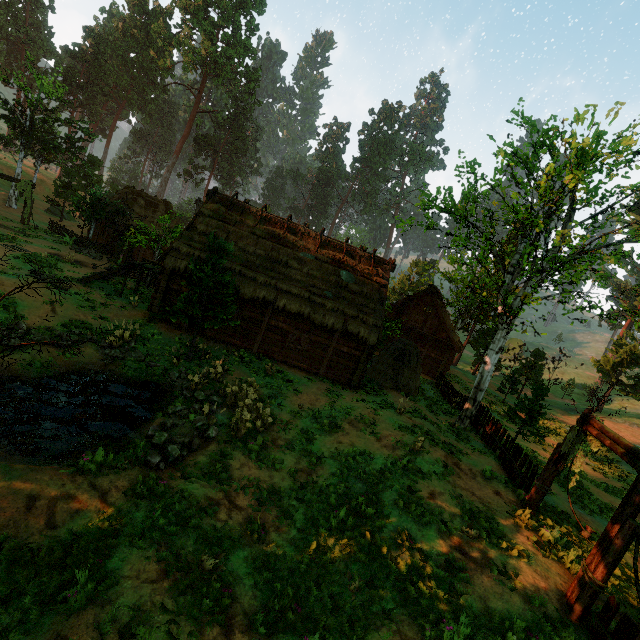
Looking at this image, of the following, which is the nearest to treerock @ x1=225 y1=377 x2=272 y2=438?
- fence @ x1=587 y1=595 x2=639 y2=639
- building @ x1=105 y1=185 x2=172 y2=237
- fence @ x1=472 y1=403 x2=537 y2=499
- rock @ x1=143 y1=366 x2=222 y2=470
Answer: building @ x1=105 y1=185 x2=172 y2=237

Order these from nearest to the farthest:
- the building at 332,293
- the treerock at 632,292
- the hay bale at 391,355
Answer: the building at 332,293 < the hay bale at 391,355 < the treerock at 632,292

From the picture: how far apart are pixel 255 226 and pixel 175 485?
14.9 meters

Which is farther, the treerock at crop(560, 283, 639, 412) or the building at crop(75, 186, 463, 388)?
the treerock at crop(560, 283, 639, 412)

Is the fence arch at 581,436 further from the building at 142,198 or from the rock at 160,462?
the rock at 160,462

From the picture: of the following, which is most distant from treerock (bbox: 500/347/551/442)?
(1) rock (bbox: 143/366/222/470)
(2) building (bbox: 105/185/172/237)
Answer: (1) rock (bbox: 143/366/222/470)

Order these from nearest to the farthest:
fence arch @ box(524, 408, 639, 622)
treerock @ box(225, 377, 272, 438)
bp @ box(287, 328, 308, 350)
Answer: fence arch @ box(524, 408, 639, 622) → treerock @ box(225, 377, 272, 438) → bp @ box(287, 328, 308, 350)
